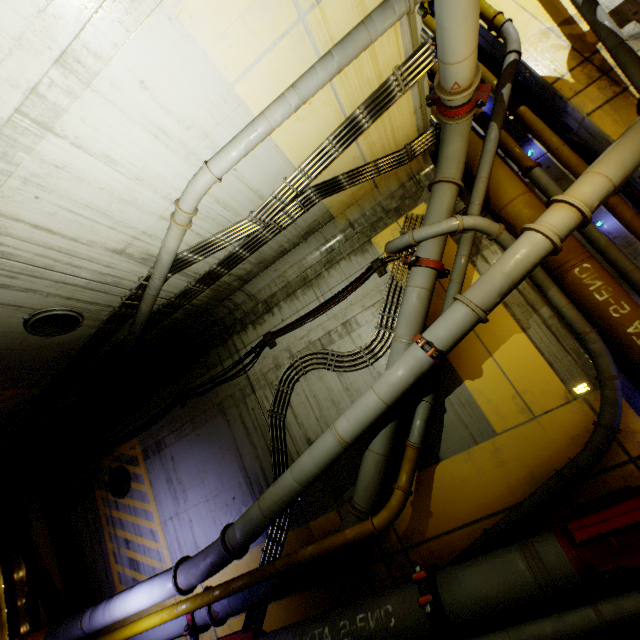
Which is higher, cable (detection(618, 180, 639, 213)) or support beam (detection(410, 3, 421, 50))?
support beam (detection(410, 3, 421, 50))

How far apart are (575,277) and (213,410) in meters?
7.9

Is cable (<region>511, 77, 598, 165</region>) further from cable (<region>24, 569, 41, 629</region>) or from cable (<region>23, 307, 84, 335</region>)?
cable (<region>24, 569, 41, 629</region>)

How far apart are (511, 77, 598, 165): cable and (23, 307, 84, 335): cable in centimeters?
949cm

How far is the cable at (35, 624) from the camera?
9.1m

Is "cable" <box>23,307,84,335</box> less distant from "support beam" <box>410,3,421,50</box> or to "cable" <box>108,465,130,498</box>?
"cable" <box>108,465,130,498</box>

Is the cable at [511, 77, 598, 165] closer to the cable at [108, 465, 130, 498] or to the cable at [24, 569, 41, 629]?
the cable at [108, 465, 130, 498]

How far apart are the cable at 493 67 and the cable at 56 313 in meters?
9.5 m
